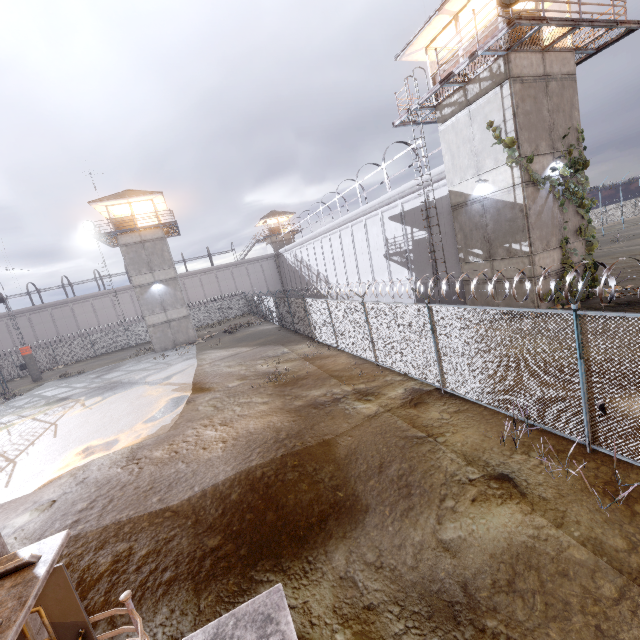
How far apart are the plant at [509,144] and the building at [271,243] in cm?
4295

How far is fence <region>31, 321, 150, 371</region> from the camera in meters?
38.9 m

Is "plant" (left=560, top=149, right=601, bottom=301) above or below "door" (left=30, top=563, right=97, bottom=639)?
above

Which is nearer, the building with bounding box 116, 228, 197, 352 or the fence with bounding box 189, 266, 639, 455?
the fence with bounding box 189, 266, 639, 455

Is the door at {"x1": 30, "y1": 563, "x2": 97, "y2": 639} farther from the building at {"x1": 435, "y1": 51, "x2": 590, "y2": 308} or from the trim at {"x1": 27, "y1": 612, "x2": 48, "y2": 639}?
the building at {"x1": 435, "y1": 51, "x2": 590, "y2": 308}

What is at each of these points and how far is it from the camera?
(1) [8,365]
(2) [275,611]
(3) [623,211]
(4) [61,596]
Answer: (1) fence, 37.66m
(2) stair, 4.75m
(3) fence, 52.00m
(4) door, 3.69m

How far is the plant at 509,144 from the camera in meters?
13.0

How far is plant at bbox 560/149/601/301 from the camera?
13.9m
